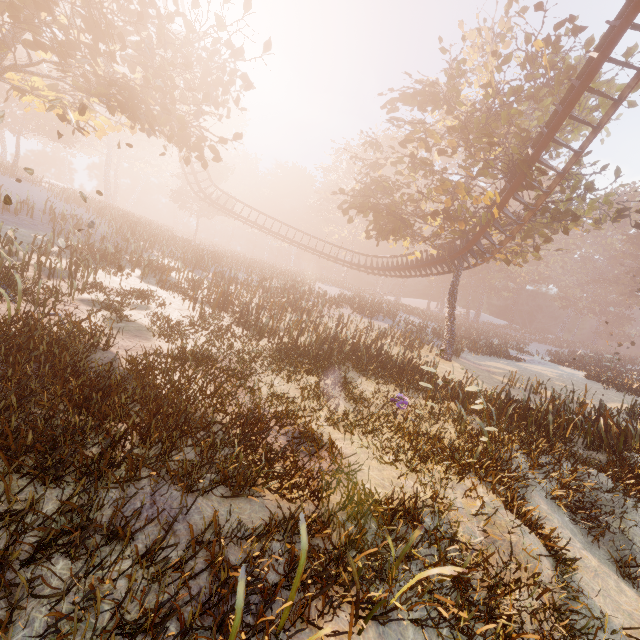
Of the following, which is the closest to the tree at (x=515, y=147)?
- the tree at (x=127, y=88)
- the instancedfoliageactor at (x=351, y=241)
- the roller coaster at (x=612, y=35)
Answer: the roller coaster at (x=612, y=35)

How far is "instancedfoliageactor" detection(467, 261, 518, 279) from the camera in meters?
55.5 m

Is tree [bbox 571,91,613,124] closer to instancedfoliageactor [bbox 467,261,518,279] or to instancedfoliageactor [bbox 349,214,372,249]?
instancedfoliageactor [bbox 467,261,518,279]

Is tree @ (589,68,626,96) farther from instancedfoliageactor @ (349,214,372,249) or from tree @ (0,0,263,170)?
instancedfoliageactor @ (349,214,372,249)

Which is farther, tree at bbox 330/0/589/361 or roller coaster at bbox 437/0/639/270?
tree at bbox 330/0/589/361

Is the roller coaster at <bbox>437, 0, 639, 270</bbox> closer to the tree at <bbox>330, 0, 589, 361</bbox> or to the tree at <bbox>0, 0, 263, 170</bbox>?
the tree at <bbox>330, 0, 589, 361</bbox>

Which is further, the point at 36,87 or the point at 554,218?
the point at 554,218

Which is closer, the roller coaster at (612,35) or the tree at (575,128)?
the roller coaster at (612,35)
